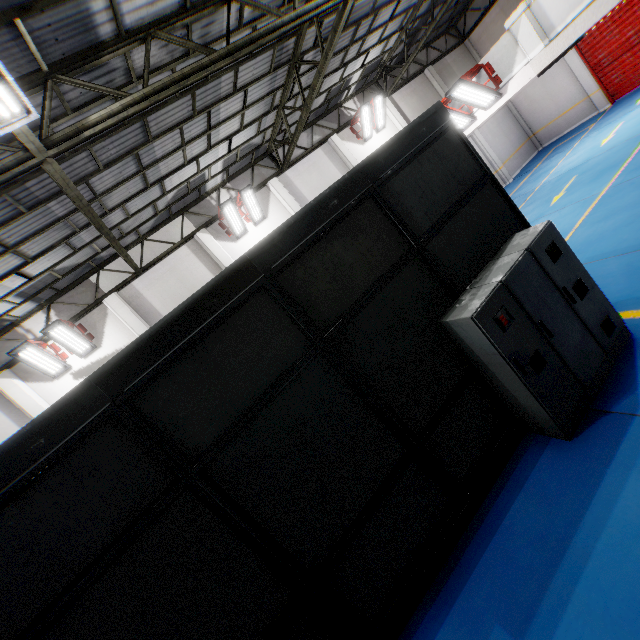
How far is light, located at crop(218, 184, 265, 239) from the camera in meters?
12.5

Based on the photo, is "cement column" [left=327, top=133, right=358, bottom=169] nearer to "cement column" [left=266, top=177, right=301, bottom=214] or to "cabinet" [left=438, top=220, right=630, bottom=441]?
"cement column" [left=266, top=177, right=301, bottom=214]

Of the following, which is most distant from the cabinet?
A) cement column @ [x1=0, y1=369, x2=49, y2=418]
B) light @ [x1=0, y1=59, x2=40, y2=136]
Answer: cement column @ [x1=0, y1=369, x2=49, y2=418]

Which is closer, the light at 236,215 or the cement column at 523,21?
the cement column at 523,21

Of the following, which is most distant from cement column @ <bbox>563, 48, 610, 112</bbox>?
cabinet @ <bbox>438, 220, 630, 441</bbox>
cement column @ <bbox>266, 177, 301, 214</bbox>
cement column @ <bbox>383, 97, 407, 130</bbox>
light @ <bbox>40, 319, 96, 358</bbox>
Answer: light @ <bbox>40, 319, 96, 358</bbox>

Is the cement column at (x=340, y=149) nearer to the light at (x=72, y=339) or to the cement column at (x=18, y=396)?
the light at (x=72, y=339)

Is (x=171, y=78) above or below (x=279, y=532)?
above

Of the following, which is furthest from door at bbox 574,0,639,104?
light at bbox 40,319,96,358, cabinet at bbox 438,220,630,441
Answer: light at bbox 40,319,96,358
